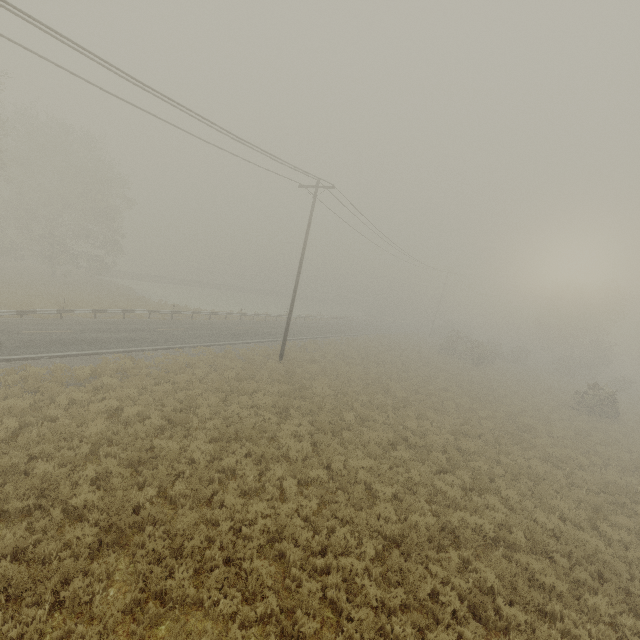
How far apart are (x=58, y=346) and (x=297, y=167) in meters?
15.1
